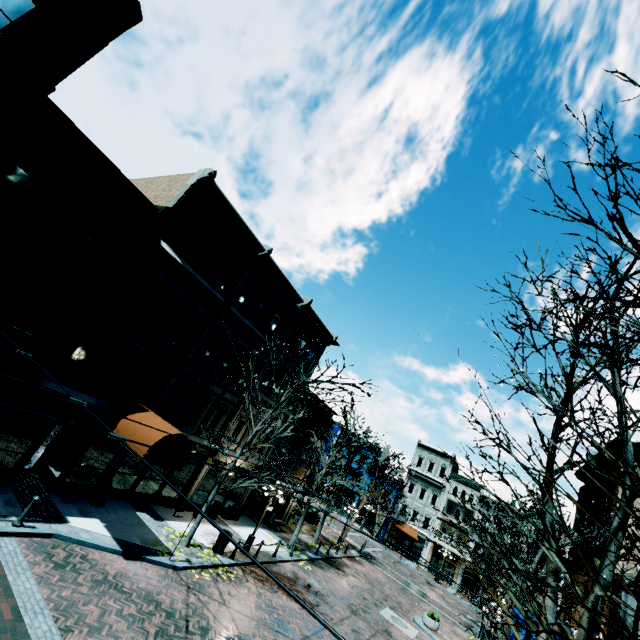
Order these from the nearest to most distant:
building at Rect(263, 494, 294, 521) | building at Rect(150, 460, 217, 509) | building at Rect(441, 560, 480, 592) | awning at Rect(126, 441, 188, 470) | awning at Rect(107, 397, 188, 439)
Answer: awning at Rect(126, 441, 188, 470)
awning at Rect(107, 397, 188, 439)
building at Rect(150, 460, 217, 509)
building at Rect(263, 494, 294, 521)
building at Rect(441, 560, 480, 592)

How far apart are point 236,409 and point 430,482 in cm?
3690

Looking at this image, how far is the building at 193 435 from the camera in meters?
17.0

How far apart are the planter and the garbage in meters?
4.6 m

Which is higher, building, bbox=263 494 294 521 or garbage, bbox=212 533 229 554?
building, bbox=263 494 294 521

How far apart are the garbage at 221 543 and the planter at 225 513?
4.6 meters

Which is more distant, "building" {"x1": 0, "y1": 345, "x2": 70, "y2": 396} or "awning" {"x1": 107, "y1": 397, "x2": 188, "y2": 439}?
"awning" {"x1": 107, "y1": 397, "x2": 188, "y2": 439}

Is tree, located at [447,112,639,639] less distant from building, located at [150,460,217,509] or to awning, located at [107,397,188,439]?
building, located at [150,460,217,509]
